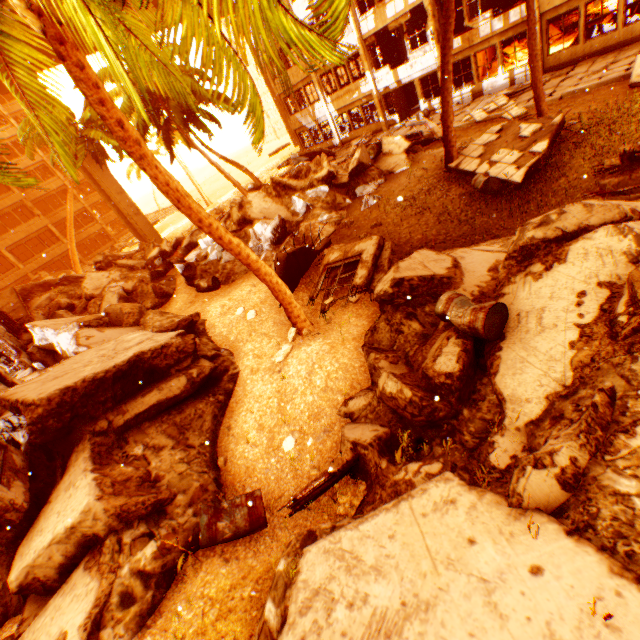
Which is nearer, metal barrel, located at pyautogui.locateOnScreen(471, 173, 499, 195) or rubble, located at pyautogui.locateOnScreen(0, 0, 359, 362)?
rubble, located at pyautogui.locateOnScreen(0, 0, 359, 362)

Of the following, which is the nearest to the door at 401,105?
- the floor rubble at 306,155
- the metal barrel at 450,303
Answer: the floor rubble at 306,155

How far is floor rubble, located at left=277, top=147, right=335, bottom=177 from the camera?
23.8 meters

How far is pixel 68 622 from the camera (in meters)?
3.99

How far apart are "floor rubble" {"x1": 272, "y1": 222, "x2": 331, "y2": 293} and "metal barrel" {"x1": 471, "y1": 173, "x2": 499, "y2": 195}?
3.08m

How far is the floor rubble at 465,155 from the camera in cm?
922

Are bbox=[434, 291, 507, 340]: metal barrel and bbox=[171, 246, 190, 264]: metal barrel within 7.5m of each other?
no

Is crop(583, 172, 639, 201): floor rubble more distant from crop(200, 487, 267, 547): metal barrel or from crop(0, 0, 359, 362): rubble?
crop(200, 487, 267, 547): metal barrel
